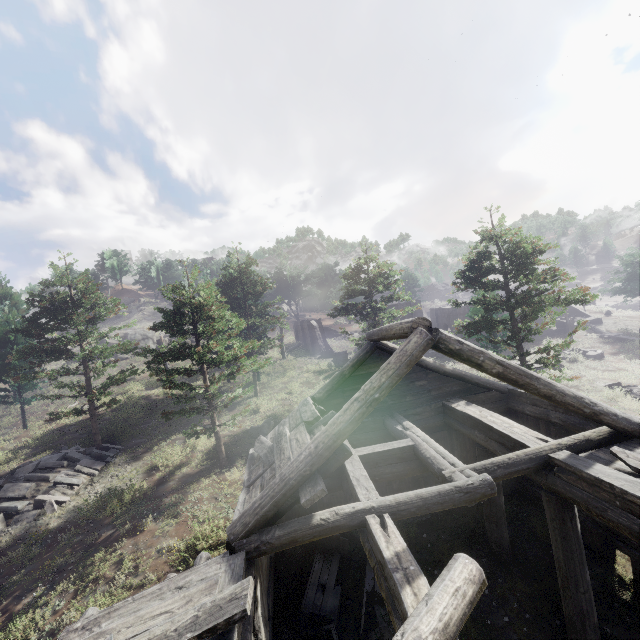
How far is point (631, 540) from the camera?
7.9 meters

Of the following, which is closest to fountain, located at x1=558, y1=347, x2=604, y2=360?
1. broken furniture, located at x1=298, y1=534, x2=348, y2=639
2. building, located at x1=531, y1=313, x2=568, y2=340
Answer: building, located at x1=531, y1=313, x2=568, y2=340

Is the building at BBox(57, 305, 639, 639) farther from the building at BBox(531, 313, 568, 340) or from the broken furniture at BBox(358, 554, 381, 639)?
the building at BBox(531, 313, 568, 340)

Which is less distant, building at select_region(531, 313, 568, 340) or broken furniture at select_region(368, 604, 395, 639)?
broken furniture at select_region(368, 604, 395, 639)

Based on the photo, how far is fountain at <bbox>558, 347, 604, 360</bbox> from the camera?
30.9 meters

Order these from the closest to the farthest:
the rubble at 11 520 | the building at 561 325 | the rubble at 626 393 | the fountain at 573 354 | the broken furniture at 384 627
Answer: the broken furniture at 384 627 → the rubble at 11 520 → the rubble at 626 393 → the fountain at 573 354 → the building at 561 325

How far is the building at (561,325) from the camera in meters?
39.2

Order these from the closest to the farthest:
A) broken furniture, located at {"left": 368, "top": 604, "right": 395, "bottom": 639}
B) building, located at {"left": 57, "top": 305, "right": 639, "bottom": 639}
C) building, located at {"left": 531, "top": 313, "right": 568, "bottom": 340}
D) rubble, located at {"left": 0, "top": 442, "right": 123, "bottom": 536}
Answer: building, located at {"left": 57, "top": 305, "right": 639, "bottom": 639}, broken furniture, located at {"left": 368, "top": 604, "right": 395, "bottom": 639}, rubble, located at {"left": 0, "top": 442, "right": 123, "bottom": 536}, building, located at {"left": 531, "top": 313, "right": 568, "bottom": 340}
